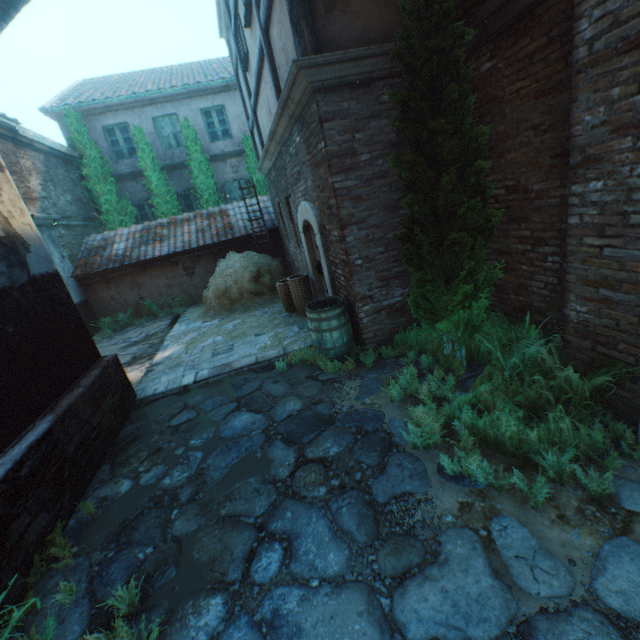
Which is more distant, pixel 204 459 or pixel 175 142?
pixel 175 142

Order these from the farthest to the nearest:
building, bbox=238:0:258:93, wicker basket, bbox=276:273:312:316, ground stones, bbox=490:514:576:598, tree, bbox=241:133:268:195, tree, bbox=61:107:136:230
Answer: tree, bbox=241:133:268:195, tree, bbox=61:107:136:230, wicker basket, bbox=276:273:312:316, building, bbox=238:0:258:93, ground stones, bbox=490:514:576:598

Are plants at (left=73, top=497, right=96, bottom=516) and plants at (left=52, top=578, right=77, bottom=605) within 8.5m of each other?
yes

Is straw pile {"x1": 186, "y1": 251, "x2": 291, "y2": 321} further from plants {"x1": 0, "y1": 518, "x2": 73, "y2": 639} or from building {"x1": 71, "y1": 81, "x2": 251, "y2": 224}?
plants {"x1": 0, "y1": 518, "x2": 73, "y2": 639}

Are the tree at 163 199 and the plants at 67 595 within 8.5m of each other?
no

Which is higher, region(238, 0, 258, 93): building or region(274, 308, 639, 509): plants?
region(238, 0, 258, 93): building

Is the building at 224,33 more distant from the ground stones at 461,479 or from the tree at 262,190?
the tree at 262,190

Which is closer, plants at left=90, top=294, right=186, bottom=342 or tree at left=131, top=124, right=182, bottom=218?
plants at left=90, top=294, right=186, bottom=342
